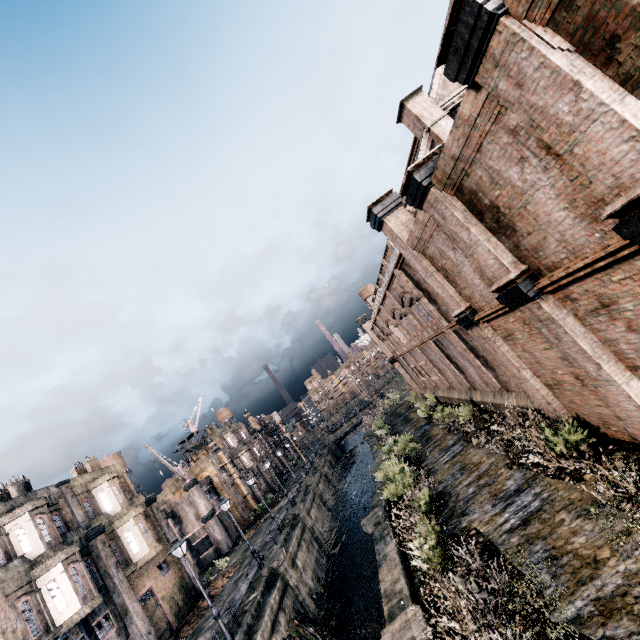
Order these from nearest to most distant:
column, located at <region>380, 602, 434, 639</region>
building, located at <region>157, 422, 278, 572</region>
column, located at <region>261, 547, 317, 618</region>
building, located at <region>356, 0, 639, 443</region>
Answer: building, located at <region>356, 0, 639, 443</region> < column, located at <region>380, 602, 434, 639</region> < column, located at <region>261, 547, 317, 618</region> < building, located at <region>157, 422, 278, 572</region>

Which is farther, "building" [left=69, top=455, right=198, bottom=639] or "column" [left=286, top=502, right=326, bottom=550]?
"column" [left=286, top=502, right=326, bottom=550]

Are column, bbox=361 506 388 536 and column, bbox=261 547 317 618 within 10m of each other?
yes

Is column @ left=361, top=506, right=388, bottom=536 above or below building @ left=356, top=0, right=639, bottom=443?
below

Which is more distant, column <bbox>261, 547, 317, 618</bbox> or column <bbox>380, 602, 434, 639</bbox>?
column <bbox>261, 547, 317, 618</bbox>

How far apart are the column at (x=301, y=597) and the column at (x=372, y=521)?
7.2m

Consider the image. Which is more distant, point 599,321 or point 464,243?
point 464,243

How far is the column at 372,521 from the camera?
17.27m
